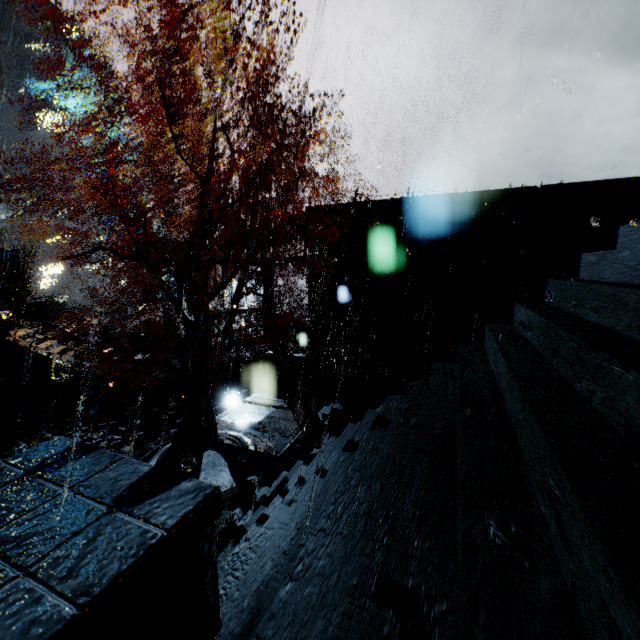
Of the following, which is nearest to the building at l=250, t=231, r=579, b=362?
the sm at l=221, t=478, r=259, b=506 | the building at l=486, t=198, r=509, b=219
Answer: the building at l=486, t=198, r=509, b=219

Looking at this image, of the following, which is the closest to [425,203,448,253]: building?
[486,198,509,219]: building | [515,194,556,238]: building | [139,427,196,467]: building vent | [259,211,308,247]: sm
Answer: [259,211,308,247]: sm

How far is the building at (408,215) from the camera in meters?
16.1

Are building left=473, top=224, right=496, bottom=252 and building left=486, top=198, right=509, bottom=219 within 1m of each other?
yes

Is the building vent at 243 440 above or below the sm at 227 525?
below

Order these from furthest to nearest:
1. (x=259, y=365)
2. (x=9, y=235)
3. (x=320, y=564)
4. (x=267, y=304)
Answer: (x=9, y=235), (x=267, y=304), (x=259, y=365), (x=320, y=564)

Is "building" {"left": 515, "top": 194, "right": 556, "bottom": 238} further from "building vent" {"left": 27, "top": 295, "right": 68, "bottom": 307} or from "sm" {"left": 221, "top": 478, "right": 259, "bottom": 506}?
"building vent" {"left": 27, "top": 295, "right": 68, "bottom": 307}

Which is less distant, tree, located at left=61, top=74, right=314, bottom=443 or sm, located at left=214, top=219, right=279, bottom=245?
tree, located at left=61, top=74, right=314, bottom=443
